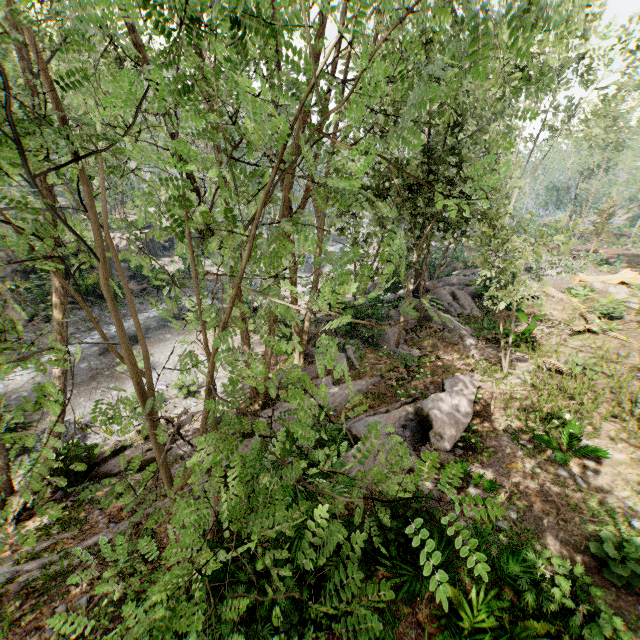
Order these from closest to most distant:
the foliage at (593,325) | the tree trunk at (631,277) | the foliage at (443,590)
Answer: the foliage at (443,590) → the foliage at (593,325) → the tree trunk at (631,277)

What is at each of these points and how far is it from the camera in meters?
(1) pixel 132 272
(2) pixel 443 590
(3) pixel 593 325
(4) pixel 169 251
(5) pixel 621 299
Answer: (1) rock, 30.6 m
(2) foliage, 1.0 m
(3) foliage, 13.9 m
(4) rock, 38.8 m
(5) foliage, 15.8 m

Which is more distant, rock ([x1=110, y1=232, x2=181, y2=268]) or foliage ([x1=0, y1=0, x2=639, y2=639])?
rock ([x1=110, y1=232, x2=181, y2=268])

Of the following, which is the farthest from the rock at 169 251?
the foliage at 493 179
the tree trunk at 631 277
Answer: the tree trunk at 631 277

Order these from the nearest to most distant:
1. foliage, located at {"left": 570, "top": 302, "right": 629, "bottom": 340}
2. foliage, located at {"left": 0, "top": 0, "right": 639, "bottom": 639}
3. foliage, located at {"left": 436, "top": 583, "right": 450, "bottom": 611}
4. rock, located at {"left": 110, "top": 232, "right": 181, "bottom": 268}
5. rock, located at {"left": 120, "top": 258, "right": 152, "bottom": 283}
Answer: foliage, located at {"left": 436, "top": 583, "right": 450, "bottom": 611} < foliage, located at {"left": 0, "top": 0, "right": 639, "bottom": 639} < foliage, located at {"left": 570, "top": 302, "right": 629, "bottom": 340} < rock, located at {"left": 120, "top": 258, "right": 152, "bottom": 283} < rock, located at {"left": 110, "top": 232, "right": 181, "bottom": 268}

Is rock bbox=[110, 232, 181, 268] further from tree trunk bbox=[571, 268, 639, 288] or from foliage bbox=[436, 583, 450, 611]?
tree trunk bbox=[571, 268, 639, 288]
